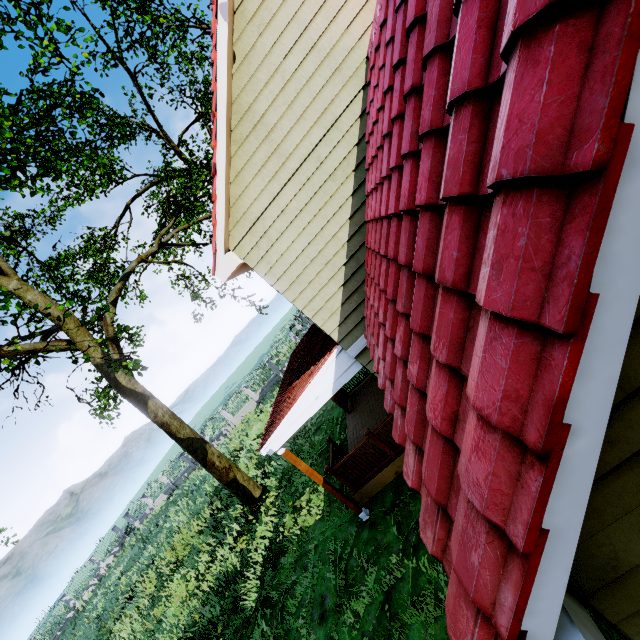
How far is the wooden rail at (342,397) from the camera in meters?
12.0

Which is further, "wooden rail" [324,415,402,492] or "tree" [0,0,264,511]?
"tree" [0,0,264,511]

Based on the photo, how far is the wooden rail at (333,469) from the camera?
7.8m

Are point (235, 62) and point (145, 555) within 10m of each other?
no

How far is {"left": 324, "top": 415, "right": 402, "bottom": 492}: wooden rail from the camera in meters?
7.8 m

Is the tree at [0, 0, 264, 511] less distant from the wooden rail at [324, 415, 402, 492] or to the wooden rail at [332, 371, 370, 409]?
the wooden rail at [332, 371, 370, 409]

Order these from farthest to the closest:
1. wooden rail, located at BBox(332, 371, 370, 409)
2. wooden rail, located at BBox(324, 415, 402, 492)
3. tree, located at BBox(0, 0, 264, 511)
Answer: wooden rail, located at BBox(332, 371, 370, 409), tree, located at BBox(0, 0, 264, 511), wooden rail, located at BBox(324, 415, 402, 492)

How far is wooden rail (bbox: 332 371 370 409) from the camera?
11.98m
